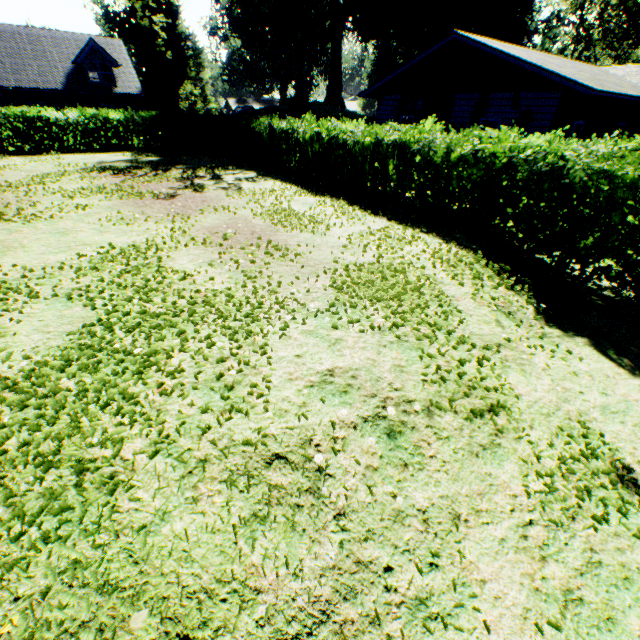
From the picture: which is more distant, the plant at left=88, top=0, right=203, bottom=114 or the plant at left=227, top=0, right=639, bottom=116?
the plant at left=88, top=0, right=203, bottom=114

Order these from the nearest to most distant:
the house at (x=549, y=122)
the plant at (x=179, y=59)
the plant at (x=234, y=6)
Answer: the house at (x=549, y=122) → the plant at (x=234, y=6) → the plant at (x=179, y=59)

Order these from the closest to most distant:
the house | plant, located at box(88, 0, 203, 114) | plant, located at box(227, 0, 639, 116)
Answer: the house
plant, located at box(227, 0, 639, 116)
plant, located at box(88, 0, 203, 114)

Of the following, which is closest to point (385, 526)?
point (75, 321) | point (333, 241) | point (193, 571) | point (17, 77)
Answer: point (193, 571)

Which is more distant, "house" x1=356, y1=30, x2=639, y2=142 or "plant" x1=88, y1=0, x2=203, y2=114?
"plant" x1=88, y1=0, x2=203, y2=114

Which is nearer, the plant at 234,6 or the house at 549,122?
the house at 549,122

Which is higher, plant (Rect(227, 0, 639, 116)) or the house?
plant (Rect(227, 0, 639, 116))
